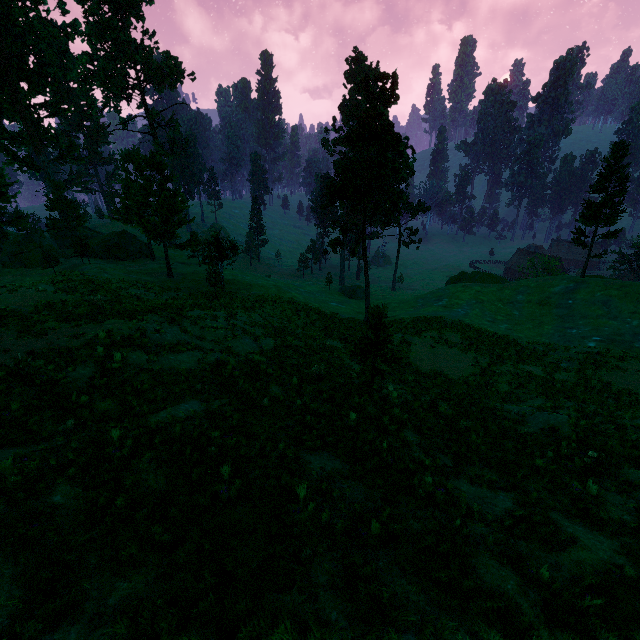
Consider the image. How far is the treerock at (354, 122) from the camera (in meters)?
12.67

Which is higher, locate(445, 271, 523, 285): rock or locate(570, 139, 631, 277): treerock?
locate(570, 139, 631, 277): treerock

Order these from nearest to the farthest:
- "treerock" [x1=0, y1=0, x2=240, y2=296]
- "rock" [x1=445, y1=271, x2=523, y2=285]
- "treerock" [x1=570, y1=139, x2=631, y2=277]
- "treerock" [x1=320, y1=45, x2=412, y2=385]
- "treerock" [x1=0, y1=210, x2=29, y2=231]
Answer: "treerock" [x1=320, y1=45, x2=412, y2=385] → "treerock" [x1=0, y1=0, x2=240, y2=296] → "treerock" [x1=570, y1=139, x2=631, y2=277] → "treerock" [x1=0, y1=210, x2=29, y2=231] → "rock" [x1=445, y1=271, x2=523, y2=285]

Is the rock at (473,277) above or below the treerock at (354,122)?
below

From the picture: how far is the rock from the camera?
52.1 meters

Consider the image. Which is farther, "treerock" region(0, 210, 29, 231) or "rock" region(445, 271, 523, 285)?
"rock" region(445, 271, 523, 285)

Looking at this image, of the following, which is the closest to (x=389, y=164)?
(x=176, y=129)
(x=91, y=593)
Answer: (x=91, y=593)
